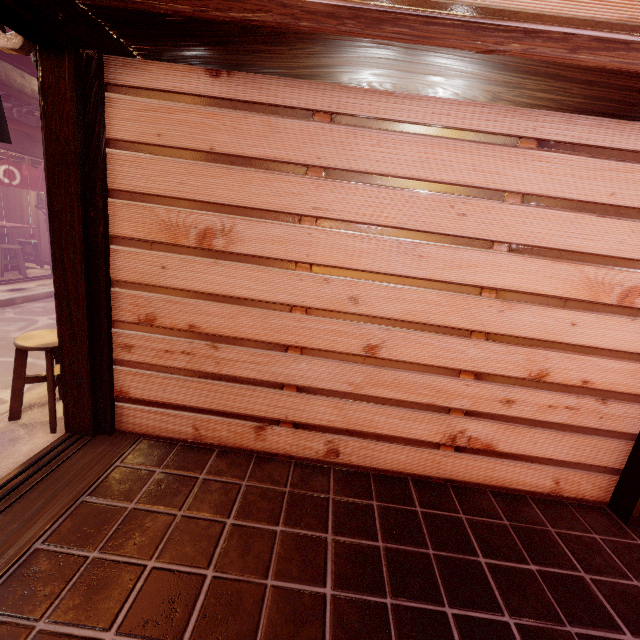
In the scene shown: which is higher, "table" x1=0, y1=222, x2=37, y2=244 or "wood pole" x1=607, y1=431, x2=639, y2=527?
"table" x1=0, y1=222, x2=37, y2=244

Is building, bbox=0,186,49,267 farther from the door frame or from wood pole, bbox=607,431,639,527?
wood pole, bbox=607,431,639,527

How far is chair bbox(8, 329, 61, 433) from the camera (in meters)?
4.78

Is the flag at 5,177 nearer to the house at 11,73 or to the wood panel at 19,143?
the wood panel at 19,143

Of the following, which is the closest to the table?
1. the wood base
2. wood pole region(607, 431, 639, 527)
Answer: the wood base

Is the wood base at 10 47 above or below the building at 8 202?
above

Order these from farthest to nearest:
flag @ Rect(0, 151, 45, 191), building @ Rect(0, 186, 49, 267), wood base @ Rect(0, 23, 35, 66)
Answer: building @ Rect(0, 186, 49, 267)
flag @ Rect(0, 151, 45, 191)
wood base @ Rect(0, 23, 35, 66)

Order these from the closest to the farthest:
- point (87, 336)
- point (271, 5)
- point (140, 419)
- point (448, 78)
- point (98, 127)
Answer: point (271, 5), point (448, 78), point (98, 127), point (87, 336), point (140, 419)
